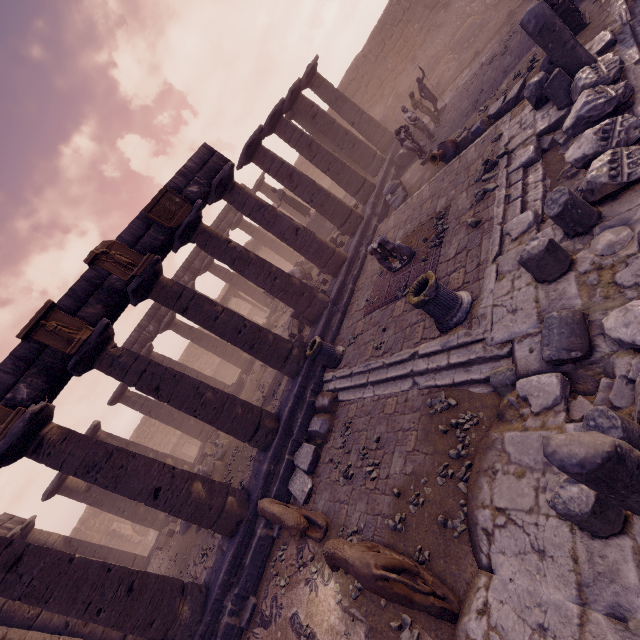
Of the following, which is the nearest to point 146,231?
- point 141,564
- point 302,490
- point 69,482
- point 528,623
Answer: point 302,490

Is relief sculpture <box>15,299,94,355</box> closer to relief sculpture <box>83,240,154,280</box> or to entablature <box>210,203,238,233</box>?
entablature <box>210,203,238,233</box>

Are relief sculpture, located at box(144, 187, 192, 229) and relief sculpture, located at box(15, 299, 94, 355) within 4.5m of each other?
yes

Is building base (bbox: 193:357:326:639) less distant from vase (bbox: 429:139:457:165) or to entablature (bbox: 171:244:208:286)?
vase (bbox: 429:139:457:165)

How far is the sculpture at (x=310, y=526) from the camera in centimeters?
637cm

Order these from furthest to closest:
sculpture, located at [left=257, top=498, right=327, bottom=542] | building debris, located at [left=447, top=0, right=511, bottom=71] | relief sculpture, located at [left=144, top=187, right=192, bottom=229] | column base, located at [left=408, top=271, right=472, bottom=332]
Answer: building debris, located at [left=447, top=0, right=511, bottom=71] < relief sculpture, located at [left=144, top=187, right=192, bottom=229] < sculpture, located at [left=257, top=498, right=327, bottom=542] < column base, located at [left=408, top=271, right=472, bottom=332]

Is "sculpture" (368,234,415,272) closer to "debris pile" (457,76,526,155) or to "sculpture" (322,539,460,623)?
"debris pile" (457,76,526,155)

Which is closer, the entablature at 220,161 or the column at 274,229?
the entablature at 220,161
